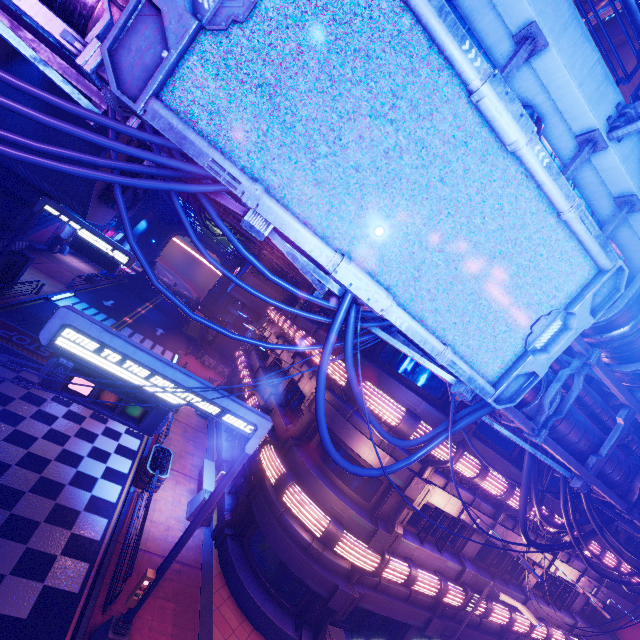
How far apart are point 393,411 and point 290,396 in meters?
8.2

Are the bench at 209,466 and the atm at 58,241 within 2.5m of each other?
no

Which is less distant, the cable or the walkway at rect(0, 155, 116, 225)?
the cable

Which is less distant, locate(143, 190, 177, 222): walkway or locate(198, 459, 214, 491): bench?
locate(198, 459, 214, 491): bench

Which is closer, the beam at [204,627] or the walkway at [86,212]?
the beam at [204,627]

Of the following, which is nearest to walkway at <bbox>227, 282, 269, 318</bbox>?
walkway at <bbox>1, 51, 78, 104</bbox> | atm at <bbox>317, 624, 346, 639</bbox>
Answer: walkway at <bbox>1, 51, 78, 104</bbox>

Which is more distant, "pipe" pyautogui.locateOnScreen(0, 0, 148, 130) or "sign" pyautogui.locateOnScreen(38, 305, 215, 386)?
"sign" pyautogui.locateOnScreen(38, 305, 215, 386)

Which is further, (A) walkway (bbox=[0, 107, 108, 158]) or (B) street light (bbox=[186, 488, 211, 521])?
(A) walkway (bbox=[0, 107, 108, 158])
